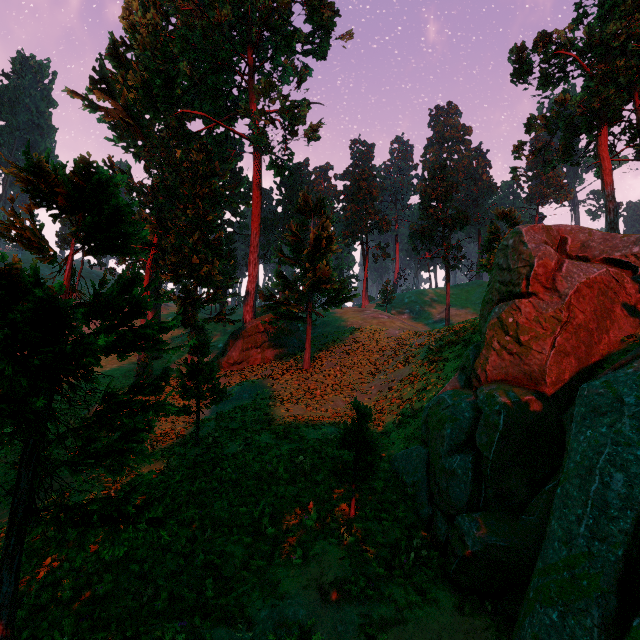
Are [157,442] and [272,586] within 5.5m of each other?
no

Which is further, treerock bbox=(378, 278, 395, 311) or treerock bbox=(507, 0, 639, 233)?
treerock bbox=(378, 278, 395, 311)

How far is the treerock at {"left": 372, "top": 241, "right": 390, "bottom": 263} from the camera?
53.8 meters

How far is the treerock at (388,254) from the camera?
53.77m

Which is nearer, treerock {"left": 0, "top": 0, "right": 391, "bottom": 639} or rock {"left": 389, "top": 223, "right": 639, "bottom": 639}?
rock {"left": 389, "top": 223, "right": 639, "bottom": 639}

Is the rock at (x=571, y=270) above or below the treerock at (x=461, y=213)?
below

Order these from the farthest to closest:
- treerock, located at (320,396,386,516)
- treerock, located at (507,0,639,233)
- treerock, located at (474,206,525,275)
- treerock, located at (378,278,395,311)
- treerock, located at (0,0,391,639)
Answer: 1. treerock, located at (378,278,395,311)
2. treerock, located at (507,0,639,233)
3. treerock, located at (474,206,525,275)
4. treerock, located at (320,396,386,516)
5. treerock, located at (0,0,391,639)
